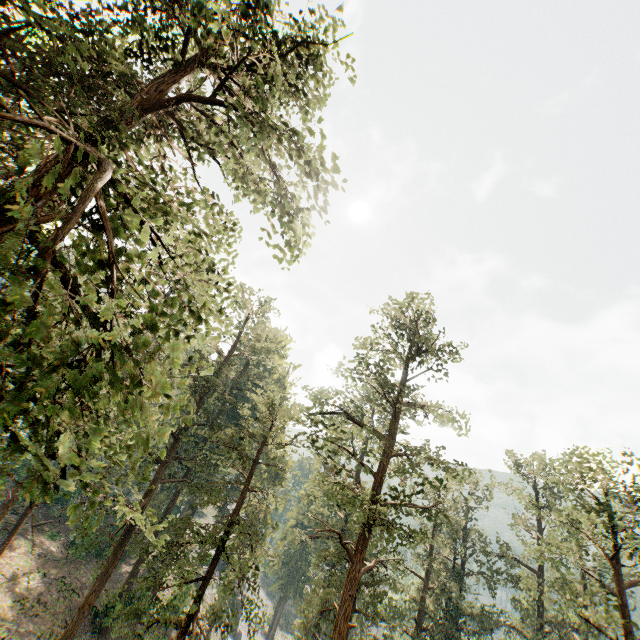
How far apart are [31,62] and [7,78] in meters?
1.0
